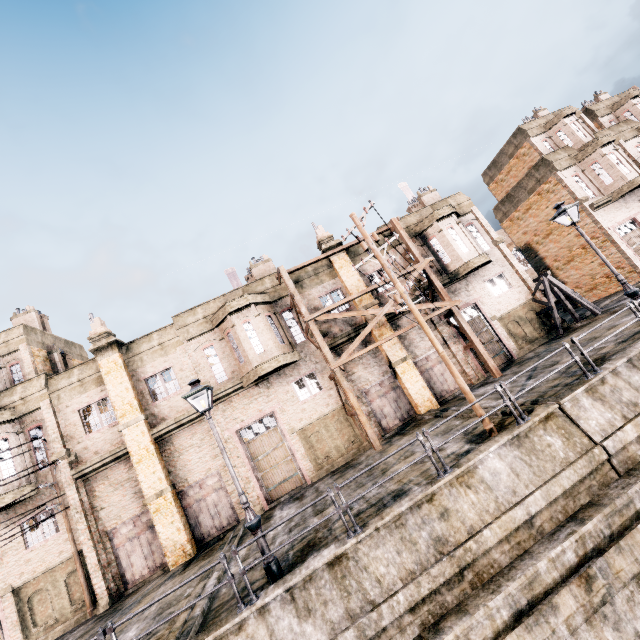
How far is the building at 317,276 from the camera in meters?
21.2

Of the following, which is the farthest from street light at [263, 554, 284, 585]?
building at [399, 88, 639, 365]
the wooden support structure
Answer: the wooden support structure

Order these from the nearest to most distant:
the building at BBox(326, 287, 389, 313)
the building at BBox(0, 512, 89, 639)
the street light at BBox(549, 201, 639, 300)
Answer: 1. the street light at BBox(549, 201, 639, 300)
2. the building at BBox(0, 512, 89, 639)
3. the building at BBox(326, 287, 389, 313)

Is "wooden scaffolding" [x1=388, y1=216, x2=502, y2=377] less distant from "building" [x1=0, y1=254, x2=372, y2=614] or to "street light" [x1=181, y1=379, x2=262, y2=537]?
"building" [x1=0, y1=254, x2=372, y2=614]

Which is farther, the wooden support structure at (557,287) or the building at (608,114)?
the building at (608,114)

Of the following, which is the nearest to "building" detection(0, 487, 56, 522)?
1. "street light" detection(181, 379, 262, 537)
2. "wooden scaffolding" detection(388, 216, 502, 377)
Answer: "wooden scaffolding" detection(388, 216, 502, 377)

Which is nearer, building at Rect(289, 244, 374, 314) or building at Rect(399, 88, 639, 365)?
building at Rect(289, 244, 374, 314)

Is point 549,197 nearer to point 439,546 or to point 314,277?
point 314,277
